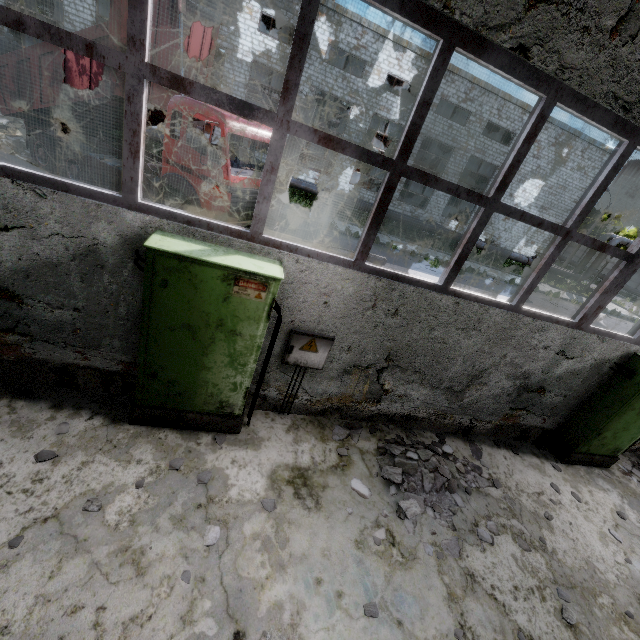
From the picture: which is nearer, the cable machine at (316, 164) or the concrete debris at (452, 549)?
the concrete debris at (452, 549)

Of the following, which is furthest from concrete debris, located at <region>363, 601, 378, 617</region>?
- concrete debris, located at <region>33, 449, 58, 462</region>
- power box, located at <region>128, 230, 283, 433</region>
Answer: concrete debris, located at <region>33, 449, 58, 462</region>

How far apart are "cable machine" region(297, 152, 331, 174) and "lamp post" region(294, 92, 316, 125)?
19.9 meters

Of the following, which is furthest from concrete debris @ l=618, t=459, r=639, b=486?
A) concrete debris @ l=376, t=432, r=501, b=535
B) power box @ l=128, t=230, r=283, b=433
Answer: power box @ l=128, t=230, r=283, b=433

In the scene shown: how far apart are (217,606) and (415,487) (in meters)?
2.93

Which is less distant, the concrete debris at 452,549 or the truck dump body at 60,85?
the concrete debris at 452,549

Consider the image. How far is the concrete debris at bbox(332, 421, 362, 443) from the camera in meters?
5.1

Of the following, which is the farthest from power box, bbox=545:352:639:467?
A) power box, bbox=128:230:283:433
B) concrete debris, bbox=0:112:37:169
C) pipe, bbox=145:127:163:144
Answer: pipe, bbox=145:127:163:144
